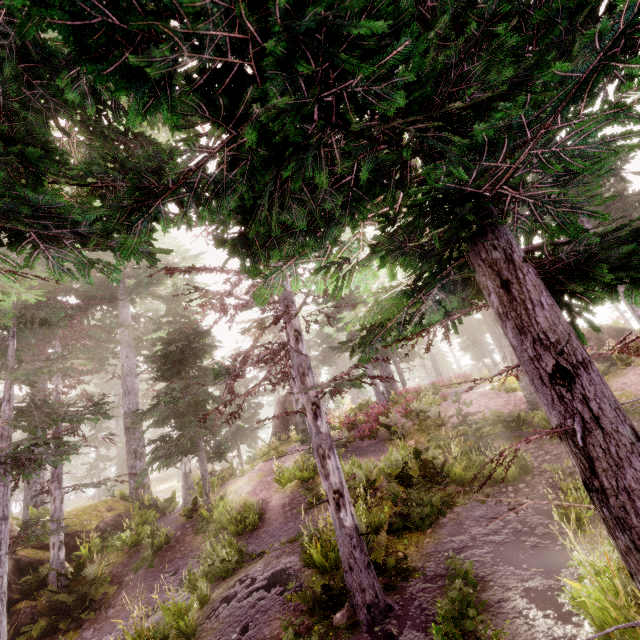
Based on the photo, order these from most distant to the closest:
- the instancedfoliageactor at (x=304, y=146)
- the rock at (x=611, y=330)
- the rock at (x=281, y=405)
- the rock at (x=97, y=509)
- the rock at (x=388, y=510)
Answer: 1. the rock at (x=281, y=405)
2. the rock at (x=611, y=330)
3. the rock at (x=97, y=509)
4. the rock at (x=388, y=510)
5. the instancedfoliageactor at (x=304, y=146)

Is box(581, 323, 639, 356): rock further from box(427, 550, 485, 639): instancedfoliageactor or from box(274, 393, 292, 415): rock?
box(274, 393, 292, 415): rock

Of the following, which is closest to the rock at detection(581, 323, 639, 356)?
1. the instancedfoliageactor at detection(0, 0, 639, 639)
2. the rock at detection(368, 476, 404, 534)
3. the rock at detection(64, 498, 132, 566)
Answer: the instancedfoliageactor at detection(0, 0, 639, 639)

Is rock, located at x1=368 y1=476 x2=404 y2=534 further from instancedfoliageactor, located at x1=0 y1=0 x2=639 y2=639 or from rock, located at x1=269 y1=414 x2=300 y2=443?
rock, located at x1=269 y1=414 x2=300 y2=443

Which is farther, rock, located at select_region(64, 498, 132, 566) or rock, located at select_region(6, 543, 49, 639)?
rock, located at select_region(64, 498, 132, 566)

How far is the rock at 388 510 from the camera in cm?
803

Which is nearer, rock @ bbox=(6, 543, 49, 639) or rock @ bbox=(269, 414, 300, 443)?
rock @ bbox=(6, 543, 49, 639)

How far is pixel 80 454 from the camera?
25.2 meters
